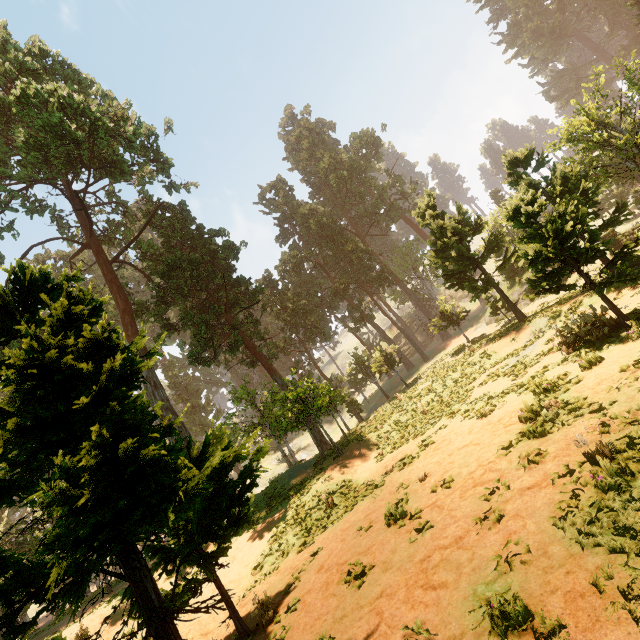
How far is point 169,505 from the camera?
6.25m
